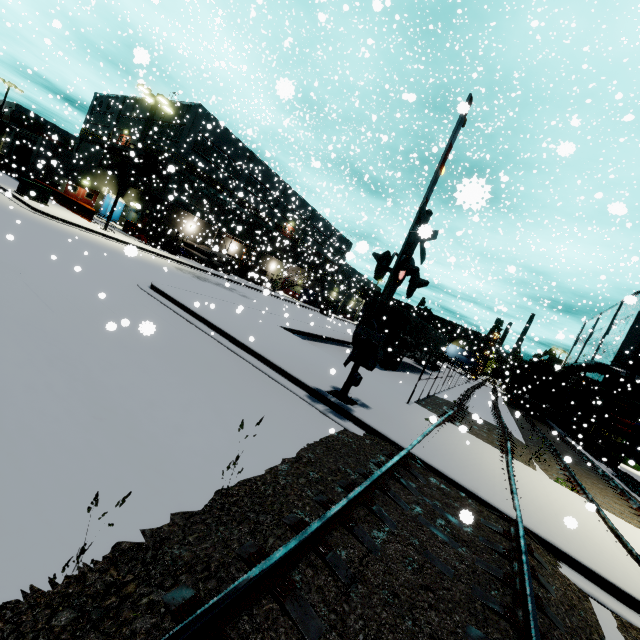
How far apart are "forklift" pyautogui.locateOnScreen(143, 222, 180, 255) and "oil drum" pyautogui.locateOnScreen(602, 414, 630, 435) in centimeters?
3524cm

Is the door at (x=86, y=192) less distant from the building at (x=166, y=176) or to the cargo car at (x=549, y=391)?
the building at (x=166, y=176)

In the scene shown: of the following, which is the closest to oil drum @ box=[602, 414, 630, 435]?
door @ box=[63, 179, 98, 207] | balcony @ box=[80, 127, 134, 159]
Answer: balcony @ box=[80, 127, 134, 159]

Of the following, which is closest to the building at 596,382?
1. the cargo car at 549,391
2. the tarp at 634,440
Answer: the cargo car at 549,391

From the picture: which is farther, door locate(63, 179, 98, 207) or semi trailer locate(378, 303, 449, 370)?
door locate(63, 179, 98, 207)

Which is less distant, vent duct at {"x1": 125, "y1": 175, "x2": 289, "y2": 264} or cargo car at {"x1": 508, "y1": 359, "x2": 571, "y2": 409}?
cargo car at {"x1": 508, "y1": 359, "x2": 571, "y2": 409}

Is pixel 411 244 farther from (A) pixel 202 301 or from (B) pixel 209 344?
(A) pixel 202 301

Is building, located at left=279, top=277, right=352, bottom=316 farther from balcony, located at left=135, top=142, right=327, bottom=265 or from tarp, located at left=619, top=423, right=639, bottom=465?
tarp, located at left=619, top=423, right=639, bottom=465
